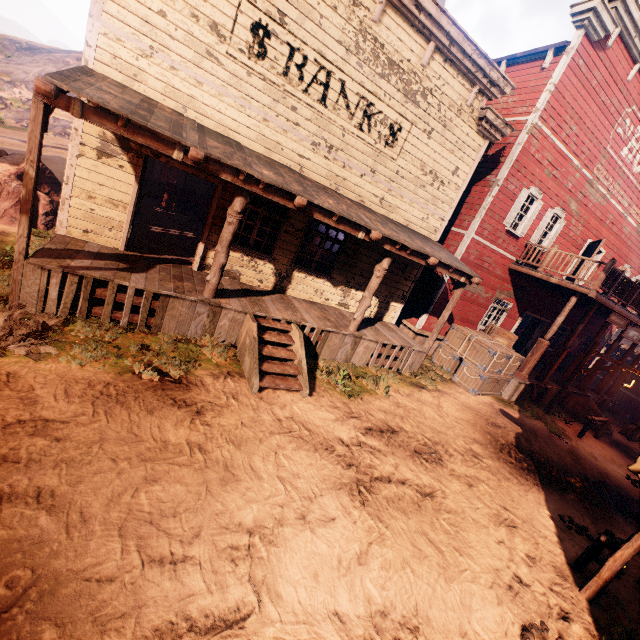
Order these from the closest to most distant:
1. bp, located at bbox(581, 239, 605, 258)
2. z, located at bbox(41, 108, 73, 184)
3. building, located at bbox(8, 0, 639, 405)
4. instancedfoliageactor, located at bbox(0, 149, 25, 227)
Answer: building, located at bbox(8, 0, 639, 405), instancedfoliageactor, located at bbox(0, 149, 25, 227), bp, located at bbox(581, 239, 605, 258), z, located at bbox(41, 108, 73, 184)

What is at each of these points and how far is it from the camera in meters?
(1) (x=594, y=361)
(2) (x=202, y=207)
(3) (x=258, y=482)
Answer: (1) building, 24.4
(2) desk, 14.7
(3) z, 4.4

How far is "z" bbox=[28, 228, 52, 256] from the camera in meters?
7.8 m

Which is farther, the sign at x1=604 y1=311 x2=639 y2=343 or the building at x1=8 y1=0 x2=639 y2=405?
the sign at x1=604 y1=311 x2=639 y2=343

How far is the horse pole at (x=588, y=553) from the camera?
4.9m

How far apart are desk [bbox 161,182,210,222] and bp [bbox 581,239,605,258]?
16.41m

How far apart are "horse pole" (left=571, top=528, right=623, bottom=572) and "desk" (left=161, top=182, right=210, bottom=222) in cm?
1611

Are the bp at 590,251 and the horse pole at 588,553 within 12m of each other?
yes
